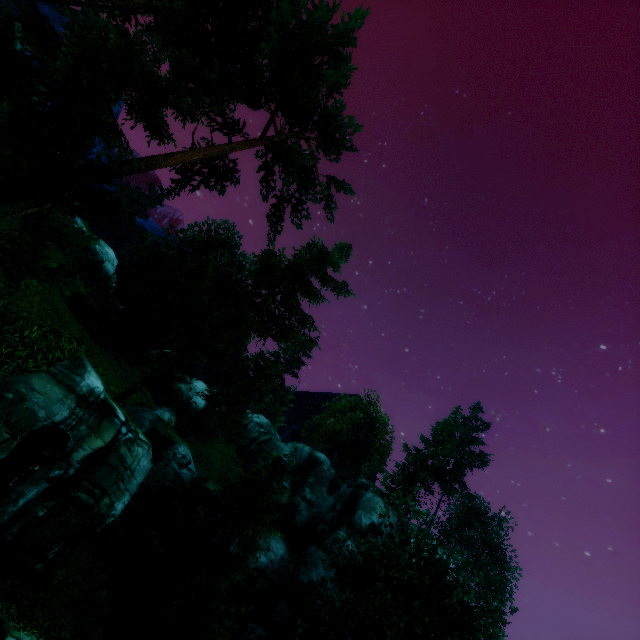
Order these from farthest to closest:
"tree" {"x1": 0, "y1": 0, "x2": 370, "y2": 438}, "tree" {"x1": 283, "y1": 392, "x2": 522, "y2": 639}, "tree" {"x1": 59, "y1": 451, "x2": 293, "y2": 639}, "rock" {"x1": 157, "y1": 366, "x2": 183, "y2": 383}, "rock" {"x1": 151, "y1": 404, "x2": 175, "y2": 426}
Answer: "rock" {"x1": 157, "y1": 366, "x2": 183, "y2": 383} → "rock" {"x1": 151, "y1": 404, "x2": 175, "y2": 426} → "tree" {"x1": 283, "y1": 392, "x2": 522, "y2": 639} → "tree" {"x1": 59, "y1": 451, "x2": 293, "y2": 639} → "tree" {"x1": 0, "y1": 0, "x2": 370, "y2": 438}

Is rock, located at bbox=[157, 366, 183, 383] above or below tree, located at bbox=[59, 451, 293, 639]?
above

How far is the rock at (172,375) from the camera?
39.66m

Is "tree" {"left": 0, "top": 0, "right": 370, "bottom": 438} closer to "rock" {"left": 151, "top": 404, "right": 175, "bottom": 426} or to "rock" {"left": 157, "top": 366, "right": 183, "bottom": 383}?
"rock" {"left": 151, "top": 404, "right": 175, "bottom": 426}

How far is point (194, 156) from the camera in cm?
1575

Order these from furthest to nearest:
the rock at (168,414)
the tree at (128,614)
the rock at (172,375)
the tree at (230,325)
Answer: the rock at (172,375)
the rock at (168,414)
the tree at (128,614)
the tree at (230,325)

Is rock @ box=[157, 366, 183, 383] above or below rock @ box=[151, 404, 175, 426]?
above
